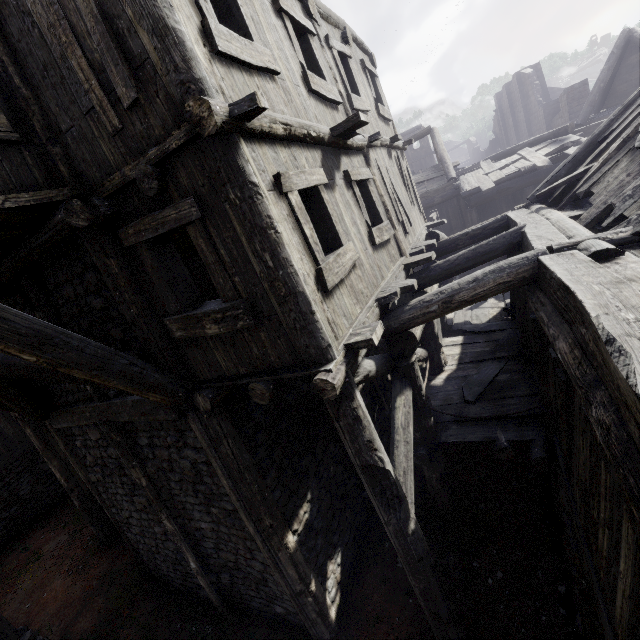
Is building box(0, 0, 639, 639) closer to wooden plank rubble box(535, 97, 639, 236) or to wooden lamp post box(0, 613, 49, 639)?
wooden plank rubble box(535, 97, 639, 236)

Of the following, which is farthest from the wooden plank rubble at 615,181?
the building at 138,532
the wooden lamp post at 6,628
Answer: the wooden lamp post at 6,628

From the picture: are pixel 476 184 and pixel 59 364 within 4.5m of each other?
no

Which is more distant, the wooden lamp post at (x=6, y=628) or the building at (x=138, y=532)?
the wooden lamp post at (x=6, y=628)

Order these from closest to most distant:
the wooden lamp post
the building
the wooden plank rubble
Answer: the building, the wooden plank rubble, the wooden lamp post

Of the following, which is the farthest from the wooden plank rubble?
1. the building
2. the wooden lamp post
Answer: the wooden lamp post
